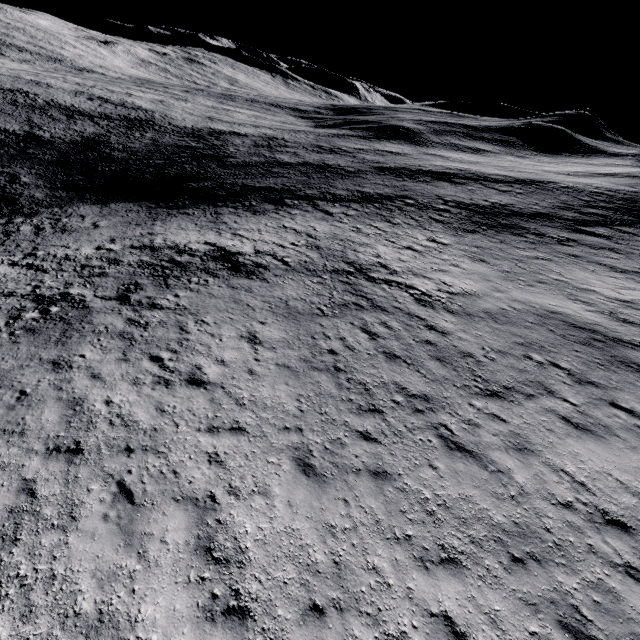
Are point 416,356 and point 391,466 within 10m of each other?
yes
